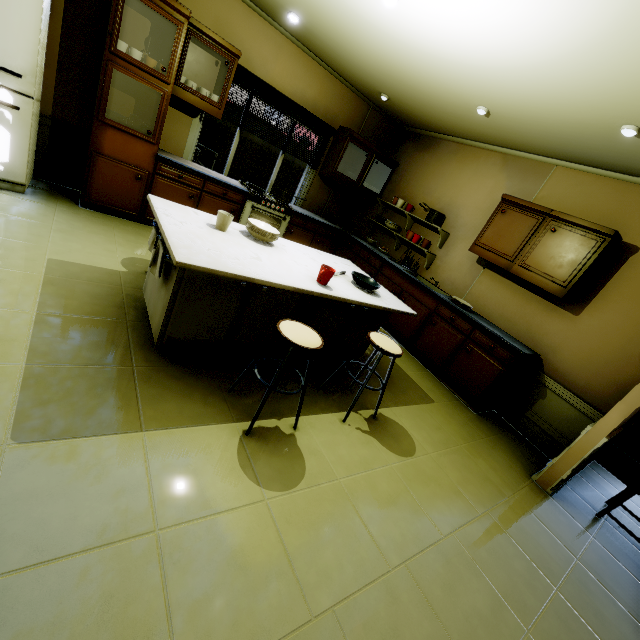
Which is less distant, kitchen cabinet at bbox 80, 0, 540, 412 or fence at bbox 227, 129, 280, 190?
kitchen cabinet at bbox 80, 0, 540, 412

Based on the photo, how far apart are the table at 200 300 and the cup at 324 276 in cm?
8

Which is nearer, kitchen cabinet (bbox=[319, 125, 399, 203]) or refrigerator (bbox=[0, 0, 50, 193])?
refrigerator (bbox=[0, 0, 50, 193])

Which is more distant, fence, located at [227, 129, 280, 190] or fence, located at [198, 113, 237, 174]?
fence, located at [227, 129, 280, 190]

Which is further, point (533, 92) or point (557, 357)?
point (557, 357)

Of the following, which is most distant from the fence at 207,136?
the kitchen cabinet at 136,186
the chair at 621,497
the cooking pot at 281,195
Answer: the chair at 621,497

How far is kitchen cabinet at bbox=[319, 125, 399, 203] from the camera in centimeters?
497cm

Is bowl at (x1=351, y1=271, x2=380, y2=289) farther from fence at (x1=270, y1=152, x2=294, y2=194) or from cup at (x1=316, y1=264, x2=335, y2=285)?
fence at (x1=270, y1=152, x2=294, y2=194)
